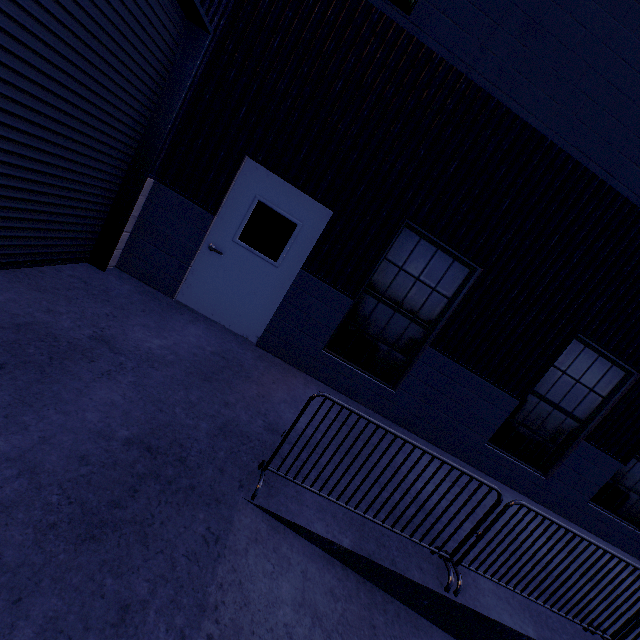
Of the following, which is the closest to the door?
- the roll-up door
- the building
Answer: the building

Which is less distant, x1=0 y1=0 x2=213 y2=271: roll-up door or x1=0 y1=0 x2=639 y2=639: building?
x1=0 y1=0 x2=639 y2=639: building

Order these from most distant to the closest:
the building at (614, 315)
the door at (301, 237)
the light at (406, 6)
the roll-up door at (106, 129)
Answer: the door at (301, 237), the light at (406, 6), the roll-up door at (106, 129), the building at (614, 315)

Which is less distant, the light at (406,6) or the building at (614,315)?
the building at (614,315)

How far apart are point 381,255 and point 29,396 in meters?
4.3

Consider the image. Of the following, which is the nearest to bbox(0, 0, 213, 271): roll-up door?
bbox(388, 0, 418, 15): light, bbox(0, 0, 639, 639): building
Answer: bbox(0, 0, 639, 639): building

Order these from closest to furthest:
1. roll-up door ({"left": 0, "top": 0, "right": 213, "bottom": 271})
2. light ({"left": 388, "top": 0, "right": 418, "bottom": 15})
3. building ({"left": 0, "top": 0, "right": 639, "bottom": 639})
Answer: building ({"left": 0, "top": 0, "right": 639, "bottom": 639}) → roll-up door ({"left": 0, "top": 0, "right": 213, "bottom": 271}) → light ({"left": 388, "top": 0, "right": 418, "bottom": 15})
